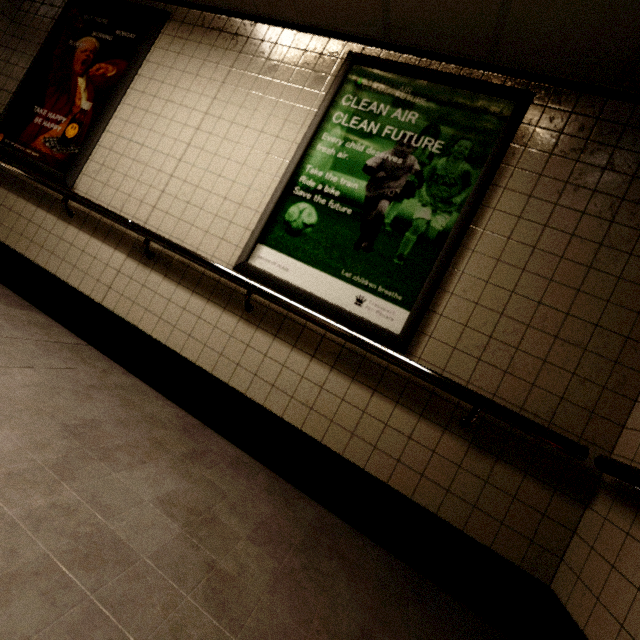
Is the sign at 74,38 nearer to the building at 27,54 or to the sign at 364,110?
the building at 27,54

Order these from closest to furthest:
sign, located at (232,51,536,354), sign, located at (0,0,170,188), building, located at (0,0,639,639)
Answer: building, located at (0,0,639,639), sign, located at (232,51,536,354), sign, located at (0,0,170,188)

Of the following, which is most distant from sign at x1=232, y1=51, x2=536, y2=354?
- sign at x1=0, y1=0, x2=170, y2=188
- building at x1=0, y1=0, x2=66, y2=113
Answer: sign at x1=0, y1=0, x2=170, y2=188

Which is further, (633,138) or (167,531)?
(633,138)

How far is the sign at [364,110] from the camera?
1.9m

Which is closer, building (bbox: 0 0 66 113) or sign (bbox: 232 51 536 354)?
sign (bbox: 232 51 536 354)

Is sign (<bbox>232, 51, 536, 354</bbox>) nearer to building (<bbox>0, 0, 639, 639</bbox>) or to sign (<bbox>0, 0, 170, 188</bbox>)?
building (<bbox>0, 0, 639, 639</bbox>)
